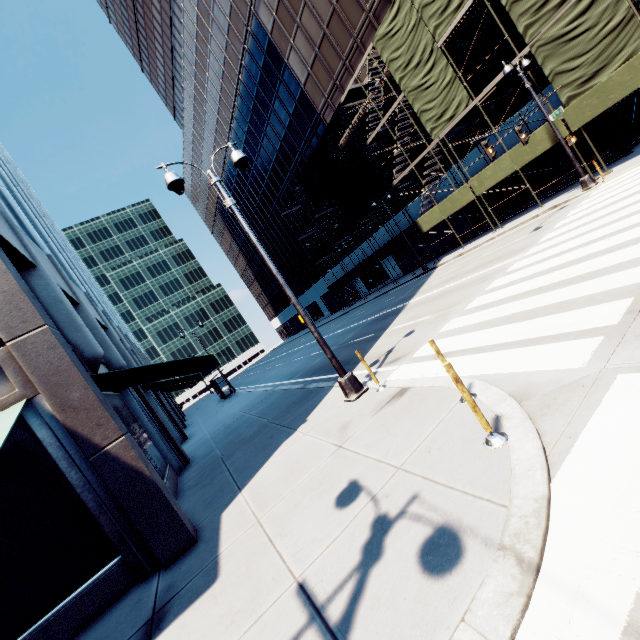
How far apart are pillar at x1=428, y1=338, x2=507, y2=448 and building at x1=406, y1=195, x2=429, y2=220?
29.2m

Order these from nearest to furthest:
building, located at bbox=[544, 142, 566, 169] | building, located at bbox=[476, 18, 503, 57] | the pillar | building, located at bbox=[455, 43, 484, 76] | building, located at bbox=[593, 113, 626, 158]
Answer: the pillar, building, located at bbox=[593, 113, 626, 158], building, located at bbox=[476, 18, 503, 57], building, located at bbox=[544, 142, 566, 169], building, located at bbox=[455, 43, 484, 76]

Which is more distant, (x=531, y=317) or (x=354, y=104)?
(x=354, y=104)

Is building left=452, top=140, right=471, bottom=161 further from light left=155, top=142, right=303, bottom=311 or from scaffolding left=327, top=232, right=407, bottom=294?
light left=155, top=142, right=303, bottom=311

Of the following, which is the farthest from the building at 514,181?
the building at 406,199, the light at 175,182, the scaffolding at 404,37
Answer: the light at 175,182

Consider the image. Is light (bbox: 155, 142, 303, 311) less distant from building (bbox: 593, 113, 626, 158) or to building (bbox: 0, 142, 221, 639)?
building (bbox: 0, 142, 221, 639)

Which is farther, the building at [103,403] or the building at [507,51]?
the building at [507,51]

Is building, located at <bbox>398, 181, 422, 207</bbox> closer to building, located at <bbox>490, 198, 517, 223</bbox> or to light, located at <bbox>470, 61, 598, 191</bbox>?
building, located at <bbox>490, 198, 517, 223</bbox>
